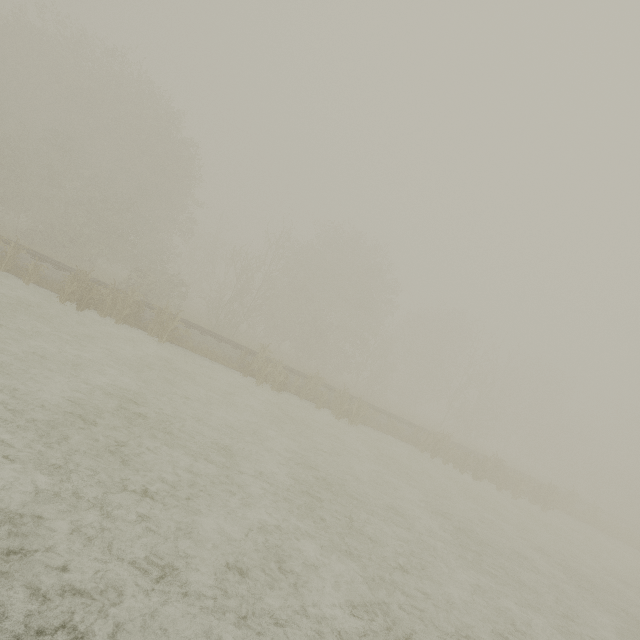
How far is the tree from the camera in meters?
17.5 m

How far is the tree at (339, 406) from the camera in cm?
1753

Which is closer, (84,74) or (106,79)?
(84,74)
